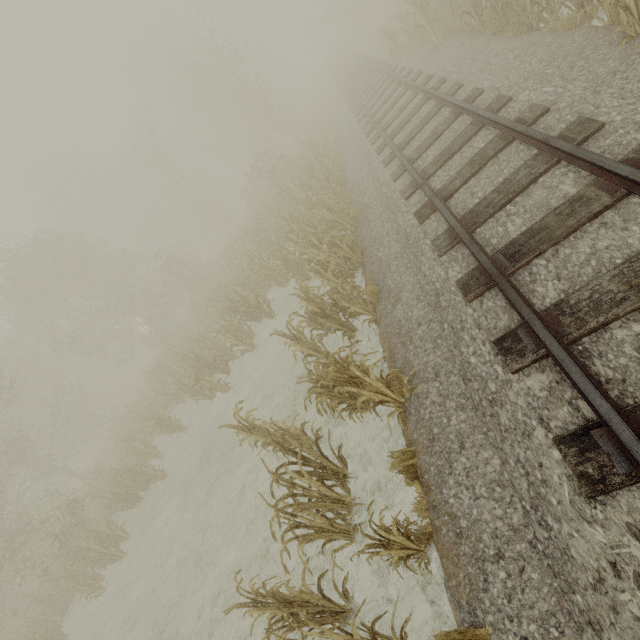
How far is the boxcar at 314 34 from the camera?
58.25m

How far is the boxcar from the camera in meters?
58.2 m

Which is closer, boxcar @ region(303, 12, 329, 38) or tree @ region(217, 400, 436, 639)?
tree @ region(217, 400, 436, 639)

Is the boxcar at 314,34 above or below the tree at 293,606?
above

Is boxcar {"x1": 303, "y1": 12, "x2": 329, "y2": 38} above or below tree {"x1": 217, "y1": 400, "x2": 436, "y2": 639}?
above

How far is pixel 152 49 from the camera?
32.0m
